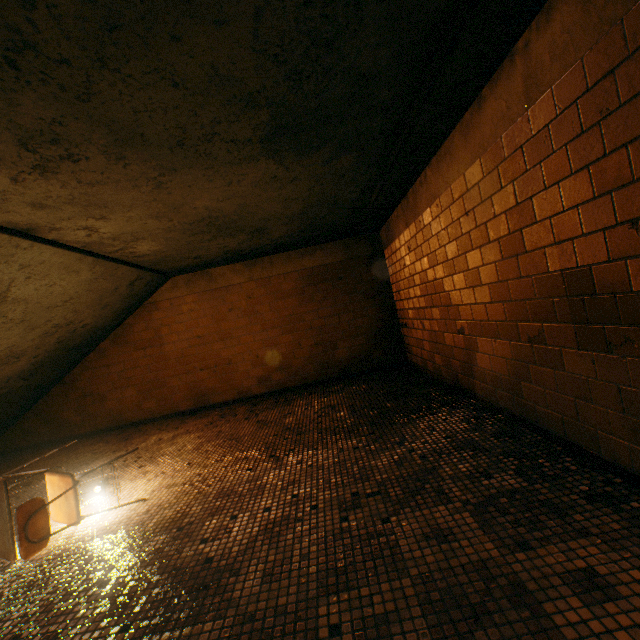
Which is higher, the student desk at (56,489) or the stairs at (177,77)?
the stairs at (177,77)

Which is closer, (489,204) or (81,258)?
(489,204)

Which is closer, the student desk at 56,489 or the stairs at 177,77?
the stairs at 177,77

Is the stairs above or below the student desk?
above

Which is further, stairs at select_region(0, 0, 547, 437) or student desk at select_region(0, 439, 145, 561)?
student desk at select_region(0, 439, 145, 561)
